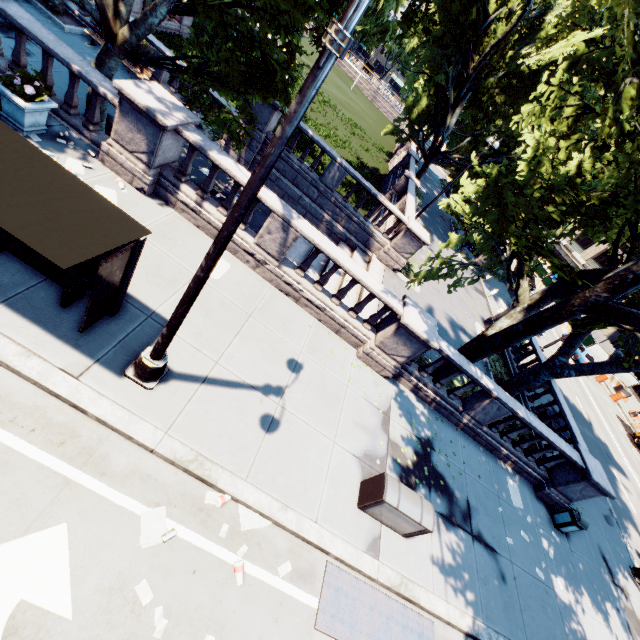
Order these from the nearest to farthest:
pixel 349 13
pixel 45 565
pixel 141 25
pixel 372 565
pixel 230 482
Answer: pixel 349 13 < pixel 45 565 < pixel 230 482 < pixel 372 565 < pixel 141 25

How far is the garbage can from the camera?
11.41m

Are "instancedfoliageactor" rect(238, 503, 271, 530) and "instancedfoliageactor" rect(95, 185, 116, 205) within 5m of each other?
no

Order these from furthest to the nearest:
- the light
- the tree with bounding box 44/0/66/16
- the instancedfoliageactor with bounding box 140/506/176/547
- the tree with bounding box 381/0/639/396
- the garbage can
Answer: the tree with bounding box 44/0/66/16 → the garbage can → the tree with bounding box 381/0/639/396 → the instancedfoliageactor with bounding box 140/506/176/547 → the light

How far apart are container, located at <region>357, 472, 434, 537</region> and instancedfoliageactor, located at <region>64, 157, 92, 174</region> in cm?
1022

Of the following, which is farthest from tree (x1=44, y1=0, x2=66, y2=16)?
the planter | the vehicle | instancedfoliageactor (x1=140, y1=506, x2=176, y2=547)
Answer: the vehicle

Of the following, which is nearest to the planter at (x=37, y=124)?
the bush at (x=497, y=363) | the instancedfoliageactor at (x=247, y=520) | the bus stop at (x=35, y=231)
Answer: the bus stop at (x=35, y=231)

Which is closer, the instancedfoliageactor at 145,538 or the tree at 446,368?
the instancedfoliageactor at 145,538
